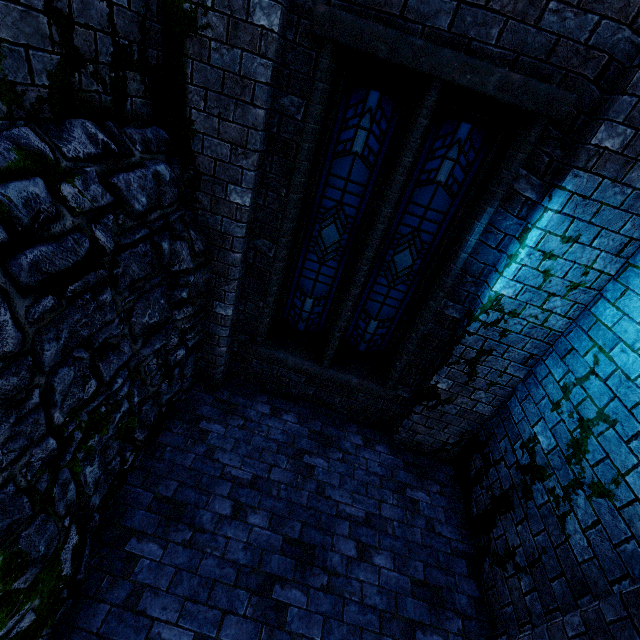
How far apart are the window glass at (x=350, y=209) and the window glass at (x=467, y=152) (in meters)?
0.22

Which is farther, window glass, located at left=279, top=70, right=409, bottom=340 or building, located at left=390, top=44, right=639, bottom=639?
window glass, located at left=279, top=70, right=409, bottom=340

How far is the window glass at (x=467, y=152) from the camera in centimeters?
336cm

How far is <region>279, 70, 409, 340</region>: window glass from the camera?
3.3m

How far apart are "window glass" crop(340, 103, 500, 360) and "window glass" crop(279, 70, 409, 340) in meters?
0.2

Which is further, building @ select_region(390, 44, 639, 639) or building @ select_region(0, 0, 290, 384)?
building @ select_region(390, 44, 639, 639)

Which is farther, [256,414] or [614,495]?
[256,414]

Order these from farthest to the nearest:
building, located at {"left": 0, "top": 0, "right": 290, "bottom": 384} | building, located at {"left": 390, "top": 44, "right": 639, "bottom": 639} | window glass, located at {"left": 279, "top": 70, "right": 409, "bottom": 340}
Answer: window glass, located at {"left": 279, "top": 70, "right": 409, "bottom": 340} → building, located at {"left": 390, "top": 44, "right": 639, "bottom": 639} → building, located at {"left": 0, "top": 0, "right": 290, "bottom": 384}
